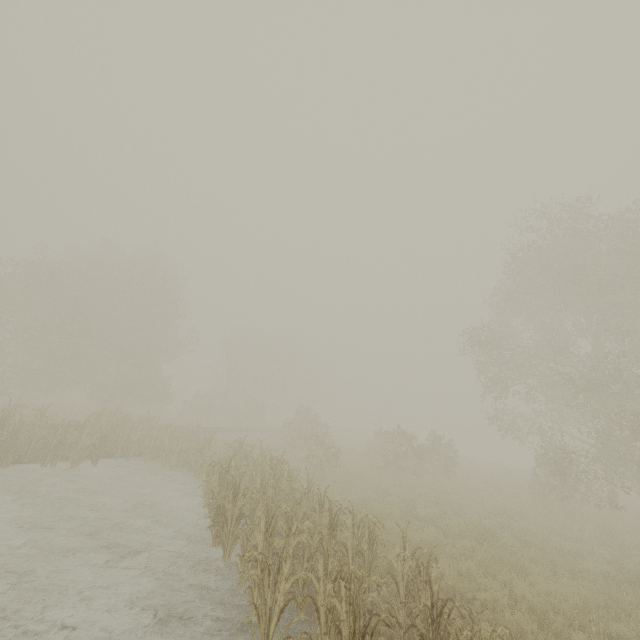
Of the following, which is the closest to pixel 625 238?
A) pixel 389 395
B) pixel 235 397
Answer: pixel 235 397
